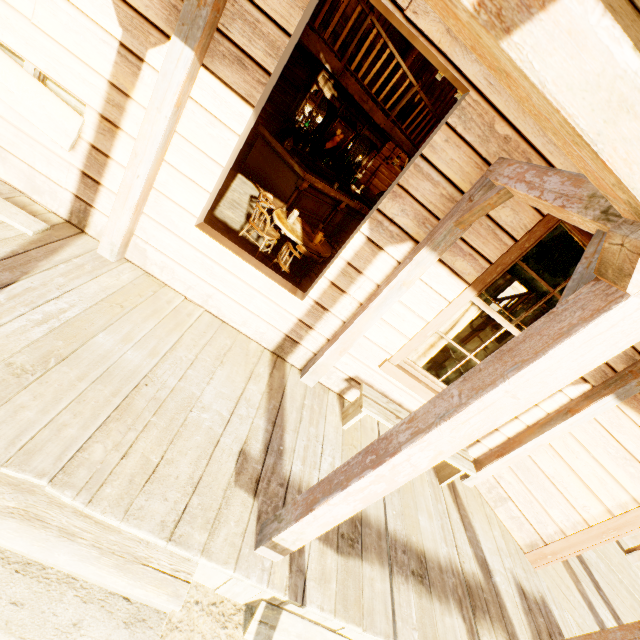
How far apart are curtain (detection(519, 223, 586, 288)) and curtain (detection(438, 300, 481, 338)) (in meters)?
0.27

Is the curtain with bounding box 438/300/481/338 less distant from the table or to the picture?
the table

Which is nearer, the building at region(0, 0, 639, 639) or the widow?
the building at region(0, 0, 639, 639)

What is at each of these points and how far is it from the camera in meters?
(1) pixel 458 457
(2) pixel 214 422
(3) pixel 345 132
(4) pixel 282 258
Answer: (1) bench, 3.7 m
(2) building, 2.6 m
(3) picture, 8.9 m
(4) chair, 4.6 m

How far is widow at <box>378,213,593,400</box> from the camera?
2.82m

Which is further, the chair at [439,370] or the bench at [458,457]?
the chair at [439,370]

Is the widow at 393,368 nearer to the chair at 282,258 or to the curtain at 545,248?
the curtain at 545,248

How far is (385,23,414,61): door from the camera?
9.3 meters
